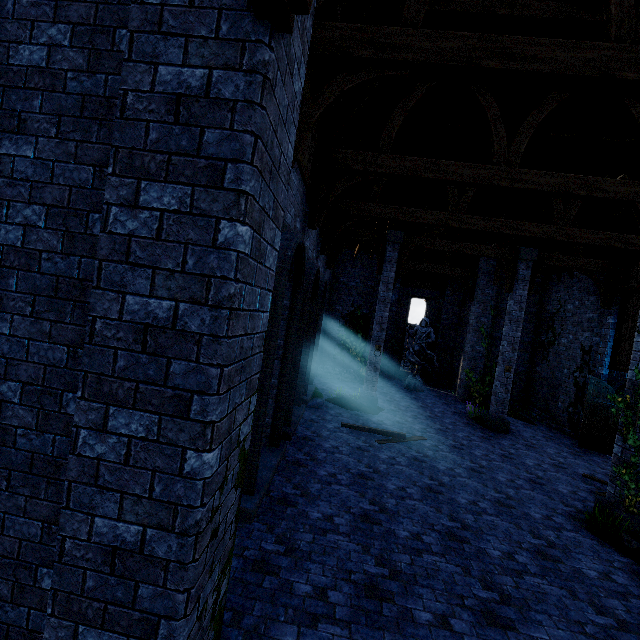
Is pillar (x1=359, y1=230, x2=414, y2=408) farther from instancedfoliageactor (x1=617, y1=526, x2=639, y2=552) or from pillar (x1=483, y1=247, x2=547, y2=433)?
instancedfoliageactor (x1=617, y1=526, x2=639, y2=552)

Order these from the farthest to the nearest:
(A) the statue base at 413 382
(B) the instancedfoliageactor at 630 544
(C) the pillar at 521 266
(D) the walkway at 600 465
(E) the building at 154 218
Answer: (A) the statue base at 413 382 → (C) the pillar at 521 266 → (D) the walkway at 600 465 → (B) the instancedfoliageactor at 630 544 → (E) the building at 154 218

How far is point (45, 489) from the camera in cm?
278

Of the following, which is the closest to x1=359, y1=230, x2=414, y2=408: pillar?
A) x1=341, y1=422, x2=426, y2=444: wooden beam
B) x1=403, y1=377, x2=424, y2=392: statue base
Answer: x1=341, y1=422, x2=426, y2=444: wooden beam

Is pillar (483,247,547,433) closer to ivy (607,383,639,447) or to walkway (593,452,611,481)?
walkway (593,452,611,481)

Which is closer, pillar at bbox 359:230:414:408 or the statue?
pillar at bbox 359:230:414:408

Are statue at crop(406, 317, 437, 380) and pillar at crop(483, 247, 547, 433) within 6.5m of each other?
yes

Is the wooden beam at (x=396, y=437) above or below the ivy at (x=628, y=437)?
below
